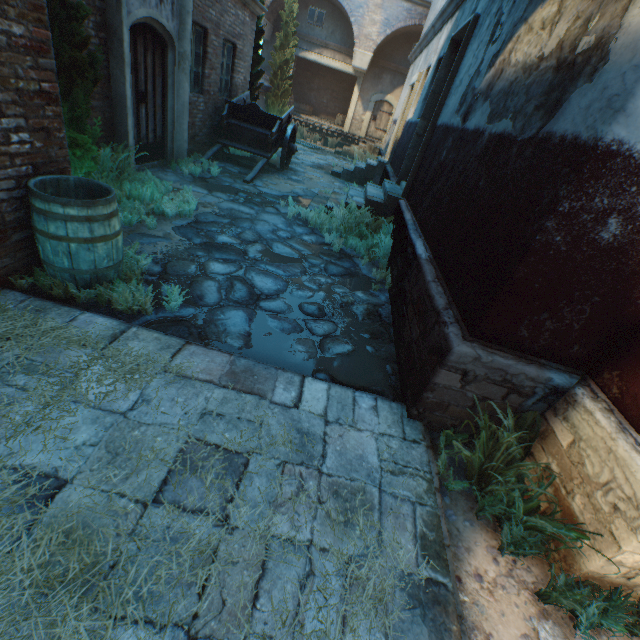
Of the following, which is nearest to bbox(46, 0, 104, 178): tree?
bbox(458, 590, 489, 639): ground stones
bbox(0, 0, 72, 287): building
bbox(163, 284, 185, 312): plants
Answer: bbox(0, 0, 72, 287): building

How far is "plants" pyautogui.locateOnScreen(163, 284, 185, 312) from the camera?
3.3 meters

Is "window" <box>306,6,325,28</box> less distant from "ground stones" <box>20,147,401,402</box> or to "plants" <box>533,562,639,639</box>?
"ground stones" <box>20,147,401,402</box>

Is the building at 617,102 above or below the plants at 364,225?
above

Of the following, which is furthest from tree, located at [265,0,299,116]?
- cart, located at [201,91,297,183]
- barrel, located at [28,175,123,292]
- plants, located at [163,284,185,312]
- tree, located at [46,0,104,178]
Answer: plants, located at [163,284,185,312]

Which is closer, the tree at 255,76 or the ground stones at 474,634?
the ground stones at 474,634

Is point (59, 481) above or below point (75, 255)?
below

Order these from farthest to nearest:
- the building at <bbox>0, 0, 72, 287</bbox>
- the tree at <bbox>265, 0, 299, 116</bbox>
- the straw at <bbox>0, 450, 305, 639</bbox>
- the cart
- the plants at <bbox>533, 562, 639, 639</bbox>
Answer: the tree at <bbox>265, 0, 299, 116</bbox>, the cart, the building at <bbox>0, 0, 72, 287</bbox>, the plants at <bbox>533, 562, 639, 639</bbox>, the straw at <bbox>0, 450, 305, 639</bbox>
